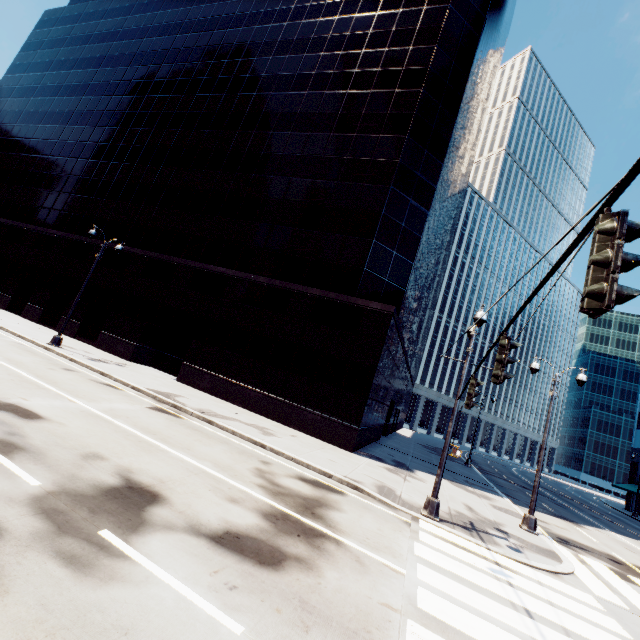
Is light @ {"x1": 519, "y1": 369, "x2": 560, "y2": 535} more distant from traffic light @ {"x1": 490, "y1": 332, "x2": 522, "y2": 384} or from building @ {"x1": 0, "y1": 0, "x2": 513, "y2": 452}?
traffic light @ {"x1": 490, "y1": 332, "x2": 522, "y2": 384}

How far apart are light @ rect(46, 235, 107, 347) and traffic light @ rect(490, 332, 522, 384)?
22.5 meters

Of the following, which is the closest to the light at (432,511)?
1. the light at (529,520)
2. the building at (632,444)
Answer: the light at (529,520)

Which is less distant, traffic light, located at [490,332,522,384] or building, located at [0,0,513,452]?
traffic light, located at [490,332,522,384]

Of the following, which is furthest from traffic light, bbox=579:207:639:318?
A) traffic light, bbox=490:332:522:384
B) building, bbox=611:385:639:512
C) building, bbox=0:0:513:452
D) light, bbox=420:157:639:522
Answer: building, bbox=611:385:639:512

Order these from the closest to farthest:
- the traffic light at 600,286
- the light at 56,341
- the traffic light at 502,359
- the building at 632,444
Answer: the traffic light at 600,286, the traffic light at 502,359, the light at 56,341, the building at 632,444

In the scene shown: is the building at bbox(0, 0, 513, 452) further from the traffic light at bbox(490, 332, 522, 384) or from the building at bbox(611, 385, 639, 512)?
the building at bbox(611, 385, 639, 512)

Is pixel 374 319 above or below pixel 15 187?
below
